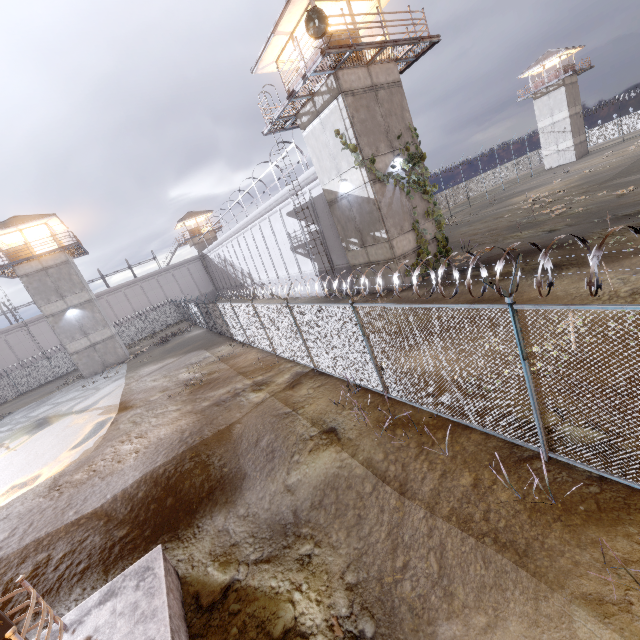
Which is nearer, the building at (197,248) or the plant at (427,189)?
the plant at (427,189)

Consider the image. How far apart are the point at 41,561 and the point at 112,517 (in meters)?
1.59

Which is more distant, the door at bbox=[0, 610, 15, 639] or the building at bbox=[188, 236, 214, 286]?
the building at bbox=[188, 236, 214, 286]

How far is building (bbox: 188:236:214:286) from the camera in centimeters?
5300cm

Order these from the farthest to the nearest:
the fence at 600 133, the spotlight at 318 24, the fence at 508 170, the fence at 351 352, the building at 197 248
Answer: the building at 197 248 < the fence at 600 133 < the fence at 508 170 < the spotlight at 318 24 < the fence at 351 352

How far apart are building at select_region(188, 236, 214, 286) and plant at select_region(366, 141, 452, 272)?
44.07m

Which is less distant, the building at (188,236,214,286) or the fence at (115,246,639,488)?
the fence at (115,246,639,488)

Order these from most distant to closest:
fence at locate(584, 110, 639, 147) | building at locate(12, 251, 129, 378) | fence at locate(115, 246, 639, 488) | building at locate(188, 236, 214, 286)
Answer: building at locate(188, 236, 214, 286) → fence at locate(584, 110, 639, 147) → building at locate(12, 251, 129, 378) → fence at locate(115, 246, 639, 488)
